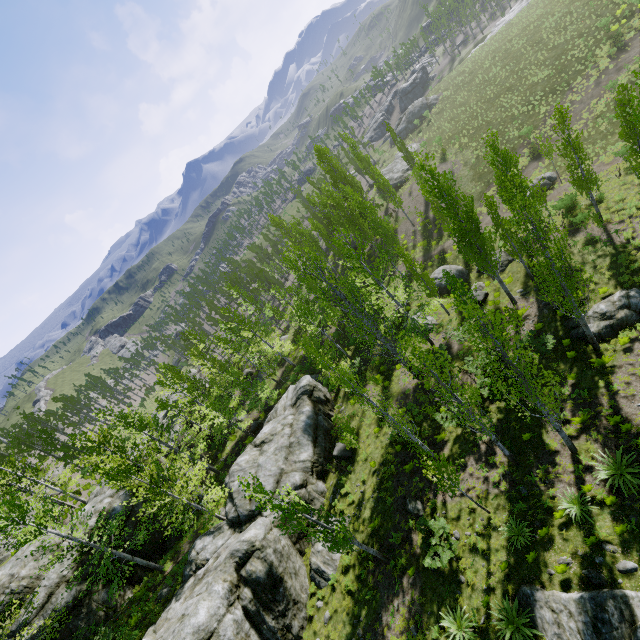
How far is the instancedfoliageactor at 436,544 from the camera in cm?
1330

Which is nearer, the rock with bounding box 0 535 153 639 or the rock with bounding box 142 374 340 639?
the rock with bounding box 142 374 340 639

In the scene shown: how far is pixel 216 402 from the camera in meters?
37.9

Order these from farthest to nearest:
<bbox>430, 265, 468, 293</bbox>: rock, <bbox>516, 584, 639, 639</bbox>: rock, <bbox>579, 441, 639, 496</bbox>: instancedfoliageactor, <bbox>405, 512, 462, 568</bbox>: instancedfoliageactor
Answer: <bbox>430, 265, 468, 293</bbox>: rock → <bbox>405, 512, 462, 568</bbox>: instancedfoliageactor → <bbox>579, 441, 639, 496</bbox>: instancedfoliageactor → <bbox>516, 584, 639, 639</bbox>: rock

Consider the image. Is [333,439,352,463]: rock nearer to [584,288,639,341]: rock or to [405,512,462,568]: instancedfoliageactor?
[405,512,462,568]: instancedfoliageactor

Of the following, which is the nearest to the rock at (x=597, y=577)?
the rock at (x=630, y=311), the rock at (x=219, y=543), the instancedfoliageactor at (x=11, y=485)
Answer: the instancedfoliageactor at (x=11, y=485)

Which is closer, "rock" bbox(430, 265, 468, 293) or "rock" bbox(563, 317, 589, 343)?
"rock" bbox(563, 317, 589, 343)

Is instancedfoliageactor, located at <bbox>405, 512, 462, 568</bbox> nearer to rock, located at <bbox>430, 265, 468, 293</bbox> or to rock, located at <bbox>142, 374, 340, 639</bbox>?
rock, located at <bbox>142, 374, 340, 639</bbox>
